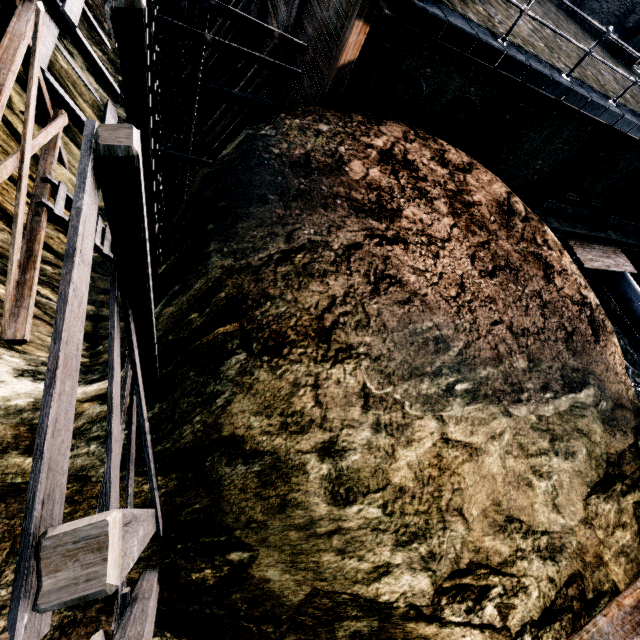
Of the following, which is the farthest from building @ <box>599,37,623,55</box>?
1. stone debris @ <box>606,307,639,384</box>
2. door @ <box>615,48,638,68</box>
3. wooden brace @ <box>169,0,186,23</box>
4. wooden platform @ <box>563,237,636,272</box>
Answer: wooden brace @ <box>169,0,186,23</box>

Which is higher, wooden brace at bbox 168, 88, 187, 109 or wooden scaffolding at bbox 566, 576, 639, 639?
wooden scaffolding at bbox 566, 576, 639, 639

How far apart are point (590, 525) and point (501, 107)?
12.1 meters

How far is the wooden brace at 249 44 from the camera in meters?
15.4

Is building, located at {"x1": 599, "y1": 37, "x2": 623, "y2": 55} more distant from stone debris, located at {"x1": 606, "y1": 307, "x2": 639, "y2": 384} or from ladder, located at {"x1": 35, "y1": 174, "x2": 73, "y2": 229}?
ladder, located at {"x1": 35, "y1": 174, "x2": 73, "y2": 229}

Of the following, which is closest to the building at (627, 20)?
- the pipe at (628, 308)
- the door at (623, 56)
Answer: the door at (623, 56)

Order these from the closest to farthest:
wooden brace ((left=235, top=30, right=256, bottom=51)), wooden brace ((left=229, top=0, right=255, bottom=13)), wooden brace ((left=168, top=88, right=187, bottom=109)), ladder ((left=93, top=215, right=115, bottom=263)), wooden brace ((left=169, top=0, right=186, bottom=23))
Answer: ladder ((left=93, top=215, right=115, bottom=263)), wooden brace ((left=229, top=0, right=255, bottom=13)), wooden brace ((left=235, top=30, right=256, bottom=51)), wooden brace ((left=168, top=88, right=187, bottom=109)), wooden brace ((left=169, top=0, right=186, bottom=23))

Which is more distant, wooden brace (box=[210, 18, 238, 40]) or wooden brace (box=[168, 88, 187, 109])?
wooden brace (box=[168, 88, 187, 109])
